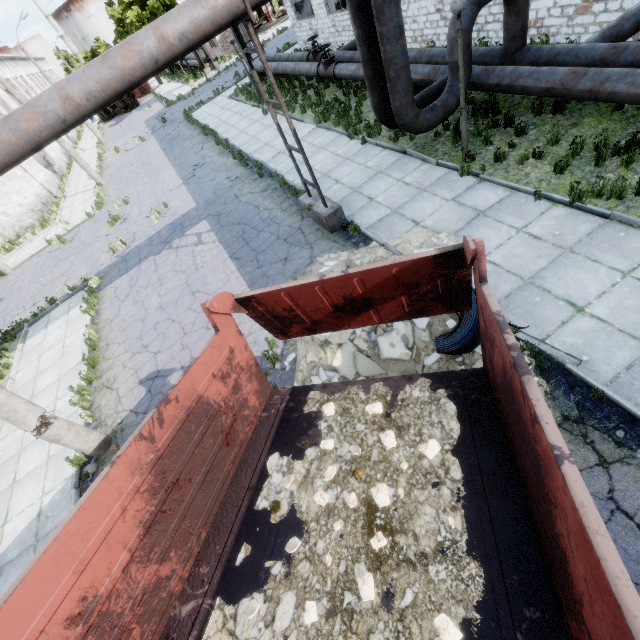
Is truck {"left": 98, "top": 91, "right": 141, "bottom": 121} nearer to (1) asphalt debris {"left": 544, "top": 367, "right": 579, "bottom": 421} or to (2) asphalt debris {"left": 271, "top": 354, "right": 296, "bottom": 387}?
(2) asphalt debris {"left": 271, "top": 354, "right": 296, "bottom": 387}

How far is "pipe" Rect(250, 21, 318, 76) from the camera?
16.4 meters

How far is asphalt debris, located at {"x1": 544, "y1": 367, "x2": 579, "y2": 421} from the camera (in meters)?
4.46

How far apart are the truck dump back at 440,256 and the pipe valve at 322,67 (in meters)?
14.63

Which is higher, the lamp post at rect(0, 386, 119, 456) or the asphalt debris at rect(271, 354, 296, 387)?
the lamp post at rect(0, 386, 119, 456)

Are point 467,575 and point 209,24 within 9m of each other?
yes

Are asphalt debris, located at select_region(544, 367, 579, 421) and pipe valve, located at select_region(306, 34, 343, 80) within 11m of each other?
no

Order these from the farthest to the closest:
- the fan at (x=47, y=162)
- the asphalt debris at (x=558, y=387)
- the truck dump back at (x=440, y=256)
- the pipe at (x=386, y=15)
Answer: the fan at (x=47, y=162) → the pipe at (x=386, y=15) → the asphalt debris at (x=558, y=387) → the truck dump back at (x=440, y=256)
